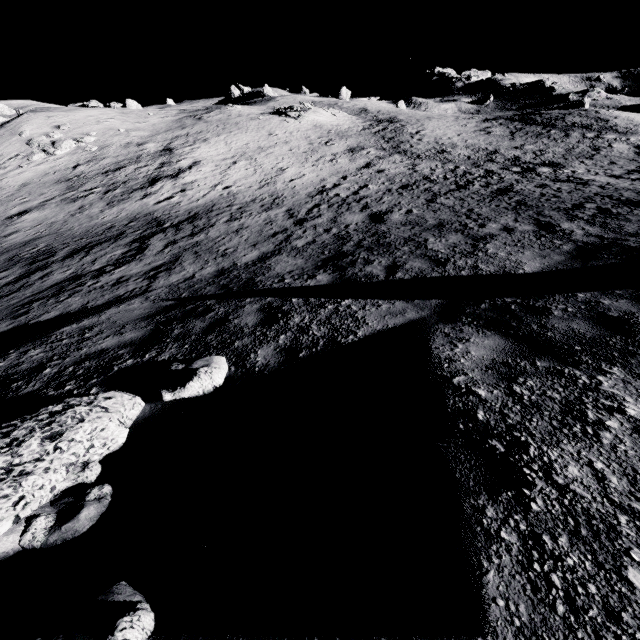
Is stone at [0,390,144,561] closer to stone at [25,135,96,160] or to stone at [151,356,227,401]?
stone at [151,356,227,401]

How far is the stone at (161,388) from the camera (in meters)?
3.80

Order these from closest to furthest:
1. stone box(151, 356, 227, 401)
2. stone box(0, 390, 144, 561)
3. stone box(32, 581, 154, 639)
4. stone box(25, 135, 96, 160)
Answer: stone box(32, 581, 154, 639)
stone box(0, 390, 144, 561)
stone box(151, 356, 227, 401)
stone box(25, 135, 96, 160)

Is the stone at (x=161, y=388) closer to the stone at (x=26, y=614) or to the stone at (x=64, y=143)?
the stone at (x=26, y=614)

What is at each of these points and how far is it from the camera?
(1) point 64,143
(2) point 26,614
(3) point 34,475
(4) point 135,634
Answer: (1) stone, 25.2 meters
(2) stone, 1.6 meters
(3) stone, 2.4 meters
(4) stone, 1.4 meters

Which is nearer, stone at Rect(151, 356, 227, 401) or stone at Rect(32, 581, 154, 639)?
stone at Rect(32, 581, 154, 639)
